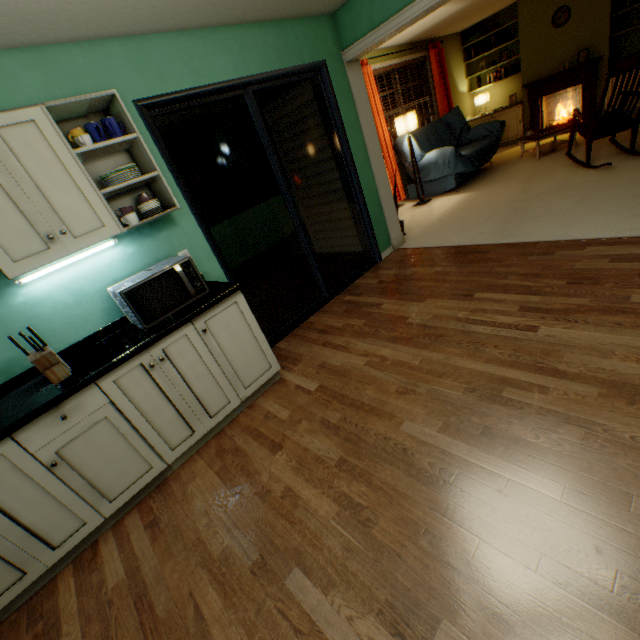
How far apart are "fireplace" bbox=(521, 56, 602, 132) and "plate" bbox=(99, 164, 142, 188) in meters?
7.9

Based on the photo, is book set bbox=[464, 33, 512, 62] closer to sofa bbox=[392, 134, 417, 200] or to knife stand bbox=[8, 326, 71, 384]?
sofa bbox=[392, 134, 417, 200]

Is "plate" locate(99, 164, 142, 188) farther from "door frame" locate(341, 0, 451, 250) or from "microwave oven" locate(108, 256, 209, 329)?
"door frame" locate(341, 0, 451, 250)

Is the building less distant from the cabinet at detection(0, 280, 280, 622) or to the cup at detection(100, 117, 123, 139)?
the cup at detection(100, 117, 123, 139)

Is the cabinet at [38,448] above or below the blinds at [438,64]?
below

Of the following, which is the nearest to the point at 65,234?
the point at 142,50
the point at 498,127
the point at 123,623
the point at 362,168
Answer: the point at 142,50

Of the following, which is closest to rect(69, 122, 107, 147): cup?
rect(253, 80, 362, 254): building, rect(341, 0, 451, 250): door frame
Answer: rect(253, 80, 362, 254): building

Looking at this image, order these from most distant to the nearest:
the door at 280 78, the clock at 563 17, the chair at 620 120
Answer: the clock at 563 17, the chair at 620 120, the door at 280 78
